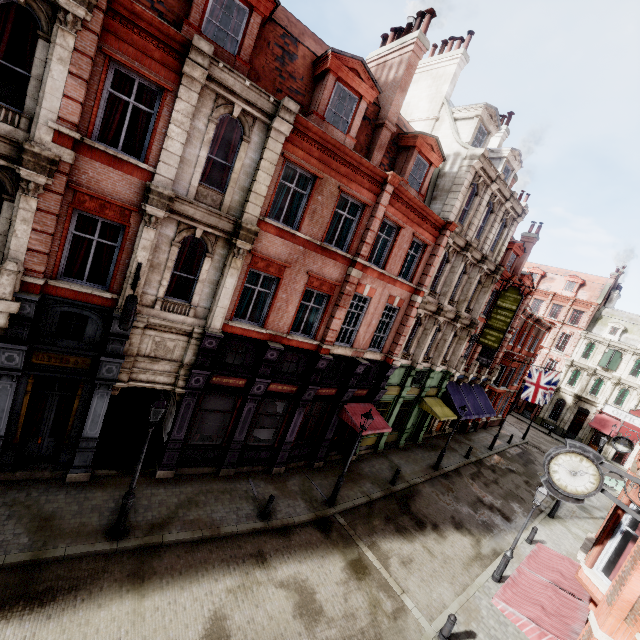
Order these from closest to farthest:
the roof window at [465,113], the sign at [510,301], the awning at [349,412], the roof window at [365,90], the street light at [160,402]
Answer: the street light at [160,402]
the roof window at [365,90]
the awning at [349,412]
the roof window at [465,113]
the sign at [510,301]

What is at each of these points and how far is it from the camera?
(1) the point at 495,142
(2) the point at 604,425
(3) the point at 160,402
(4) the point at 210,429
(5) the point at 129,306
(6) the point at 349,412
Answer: (1) chimney, 23.5m
(2) awning, 39.2m
(3) street light, 9.0m
(4) sign, 13.2m
(5) clock, 8.6m
(6) awning, 16.1m

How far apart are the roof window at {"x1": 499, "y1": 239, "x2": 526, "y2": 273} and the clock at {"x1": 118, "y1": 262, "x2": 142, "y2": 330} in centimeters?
2478cm

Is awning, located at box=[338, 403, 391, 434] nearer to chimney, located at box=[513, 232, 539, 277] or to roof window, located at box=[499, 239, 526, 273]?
roof window, located at box=[499, 239, 526, 273]

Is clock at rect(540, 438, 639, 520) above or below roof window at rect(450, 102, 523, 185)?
below

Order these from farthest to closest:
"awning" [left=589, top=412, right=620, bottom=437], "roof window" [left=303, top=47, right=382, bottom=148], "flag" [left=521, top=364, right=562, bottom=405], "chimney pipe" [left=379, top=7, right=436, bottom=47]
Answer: "awning" [left=589, top=412, right=620, bottom=437], "flag" [left=521, top=364, right=562, bottom=405], "chimney pipe" [left=379, top=7, right=436, bottom=47], "roof window" [left=303, top=47, right=382, bottom=148]

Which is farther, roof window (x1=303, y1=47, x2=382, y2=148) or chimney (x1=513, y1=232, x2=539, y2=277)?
chimney (x1=513, y1=232, x2=539, y2=277)

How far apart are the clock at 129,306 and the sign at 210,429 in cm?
444
